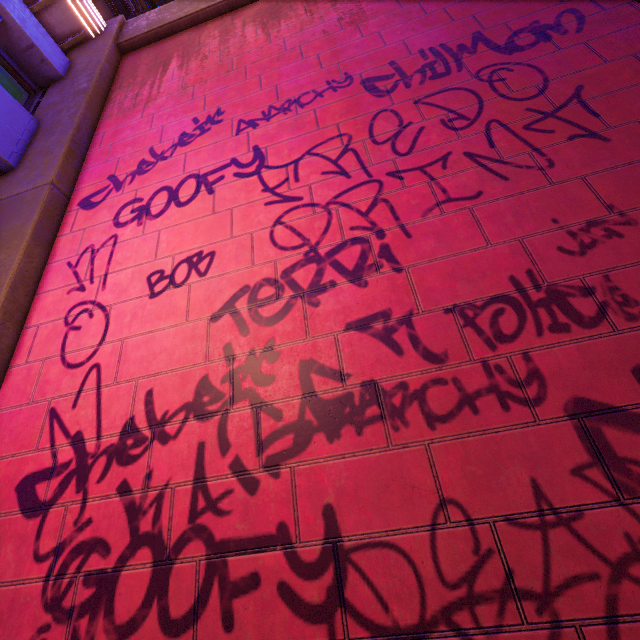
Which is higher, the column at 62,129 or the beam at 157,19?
the beam at 157,19

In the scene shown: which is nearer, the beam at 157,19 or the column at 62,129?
the column at 62,129

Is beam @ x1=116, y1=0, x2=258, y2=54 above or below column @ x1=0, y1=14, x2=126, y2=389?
above

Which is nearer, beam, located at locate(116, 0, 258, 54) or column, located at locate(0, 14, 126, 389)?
column, located at locate(0, 14, 126, 389)

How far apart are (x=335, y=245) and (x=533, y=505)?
2.6m
